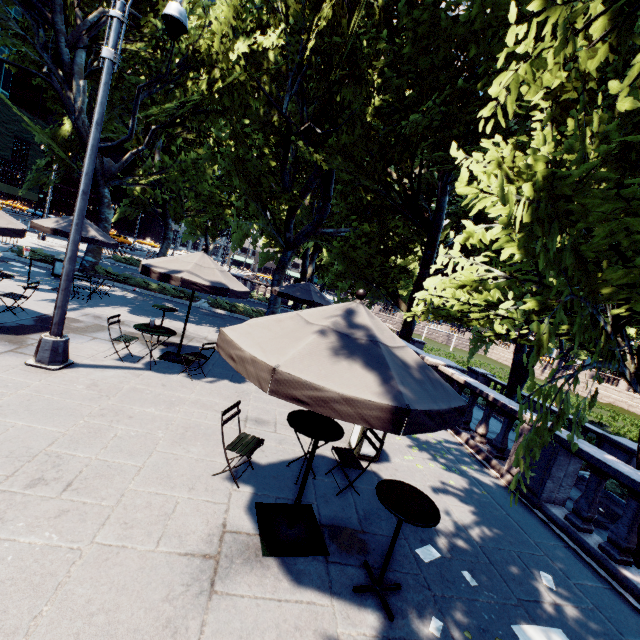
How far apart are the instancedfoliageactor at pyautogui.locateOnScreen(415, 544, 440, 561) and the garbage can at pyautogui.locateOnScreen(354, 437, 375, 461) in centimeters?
190cm

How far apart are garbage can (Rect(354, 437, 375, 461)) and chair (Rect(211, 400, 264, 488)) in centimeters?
209cm

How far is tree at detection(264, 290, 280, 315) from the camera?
18.6m

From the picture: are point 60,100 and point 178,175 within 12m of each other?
no

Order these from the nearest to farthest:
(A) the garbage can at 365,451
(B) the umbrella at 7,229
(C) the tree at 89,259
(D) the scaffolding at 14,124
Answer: (A) the garbage can at 365,451
(B) the umbrella at 7,229
(C) the tree at 89,259
(D) the scaffolding at 14,124

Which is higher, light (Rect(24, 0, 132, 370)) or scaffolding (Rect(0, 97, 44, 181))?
scaffolding (Rect(0, 97, 44, 181))

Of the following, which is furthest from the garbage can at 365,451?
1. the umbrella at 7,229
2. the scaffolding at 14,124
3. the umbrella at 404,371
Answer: the scaffolding at 14,124

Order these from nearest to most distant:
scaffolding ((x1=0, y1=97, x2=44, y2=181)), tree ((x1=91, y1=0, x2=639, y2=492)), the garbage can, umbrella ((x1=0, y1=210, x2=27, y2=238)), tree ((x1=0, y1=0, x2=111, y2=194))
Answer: tree ((x1=91, y1=0, x2=639, y2=492)) < the garbage can < umbrella ((x1=0, y1=210, x2=27, y2=238)) < tree ((x1=0, y1=0, x2=111, y2=194)) < scaffolding ((x1=0, y1=97, x2=44, y2=181))
